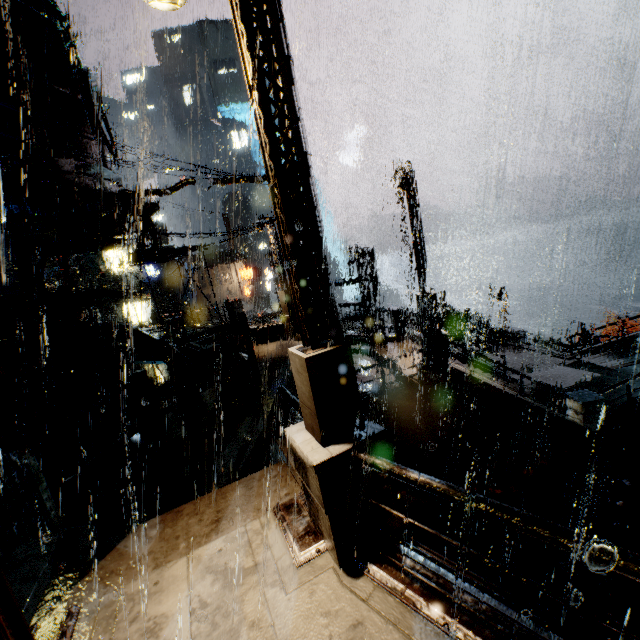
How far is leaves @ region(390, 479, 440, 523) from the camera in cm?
1008

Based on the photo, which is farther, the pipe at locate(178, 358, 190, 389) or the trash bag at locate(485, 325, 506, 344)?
the trash bag at locate(485, 325, 506, 344)

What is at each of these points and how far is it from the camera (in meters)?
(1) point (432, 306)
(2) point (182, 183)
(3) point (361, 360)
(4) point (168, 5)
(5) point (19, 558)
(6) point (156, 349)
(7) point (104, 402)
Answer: (1) street light, 11.23
(2) building, 15.38
(3) building, 15.00
(4) street light, 3.34
(5) building, 5.04
(6) pipe, 15.49
(7) building, 12.30

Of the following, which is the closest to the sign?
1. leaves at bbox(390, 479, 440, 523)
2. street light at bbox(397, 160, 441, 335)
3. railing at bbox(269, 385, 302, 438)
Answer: street light at bbox(397, 160, 441, 335)

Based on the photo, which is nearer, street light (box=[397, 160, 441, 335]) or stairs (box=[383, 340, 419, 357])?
street light (box=[397, 160, 441, 335])

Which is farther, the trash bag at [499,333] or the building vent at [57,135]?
the trash bag at [499,333]

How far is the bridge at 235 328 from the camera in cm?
2181

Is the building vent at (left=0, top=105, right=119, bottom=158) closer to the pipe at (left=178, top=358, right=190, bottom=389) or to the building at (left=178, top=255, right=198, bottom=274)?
the building at (left=178, top=255, right=198, bottom=274)
